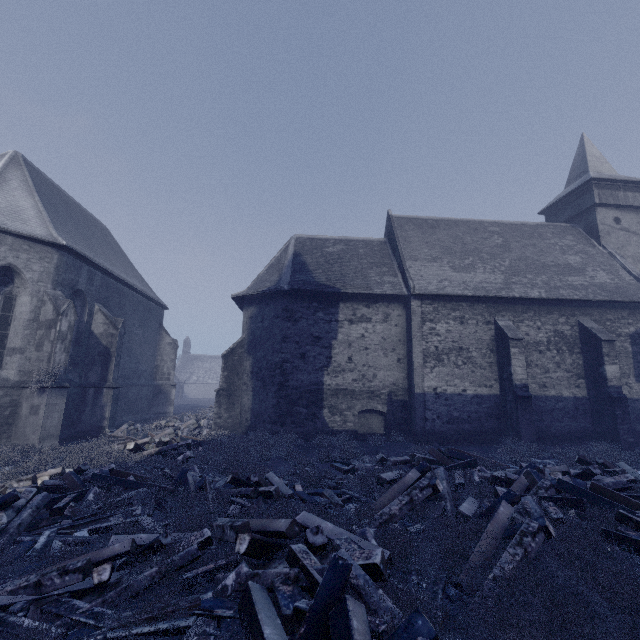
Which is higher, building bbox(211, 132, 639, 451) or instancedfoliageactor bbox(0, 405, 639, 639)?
building bbox(211, 132, 639, 451)

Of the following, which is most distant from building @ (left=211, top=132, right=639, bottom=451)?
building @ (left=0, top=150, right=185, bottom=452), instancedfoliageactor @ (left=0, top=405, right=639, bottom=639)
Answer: instancedfoliageactor @ (left=0, top=405, right=639, bottom=639)

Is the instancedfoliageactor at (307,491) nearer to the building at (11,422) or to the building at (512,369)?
the building at (11,422)

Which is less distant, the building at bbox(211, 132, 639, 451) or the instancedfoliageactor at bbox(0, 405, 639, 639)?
the instancedfoliageactor at bbox(0, 405, 639, 639)

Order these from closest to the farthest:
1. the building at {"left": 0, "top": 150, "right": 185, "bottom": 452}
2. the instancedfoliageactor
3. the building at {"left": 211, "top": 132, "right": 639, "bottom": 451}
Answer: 1. the instancedfoliageactor
2. the building at {"left": 0, "top": 150, "right": 185, "bottom": 452}
3. the building at {"left": 211, "top": 132, "right": 639, "bottom": 451}

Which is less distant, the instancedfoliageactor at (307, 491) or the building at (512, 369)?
the instancedfoliageactor at (307, 491)

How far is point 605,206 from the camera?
20.02m
